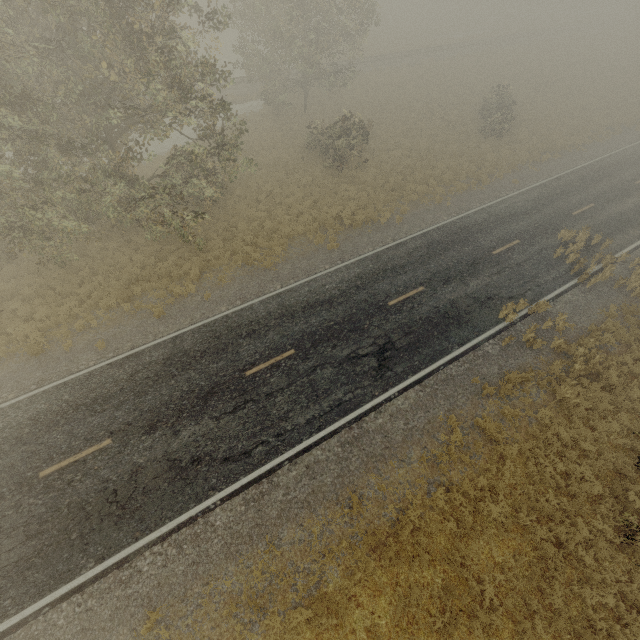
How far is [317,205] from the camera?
21.6 meters
